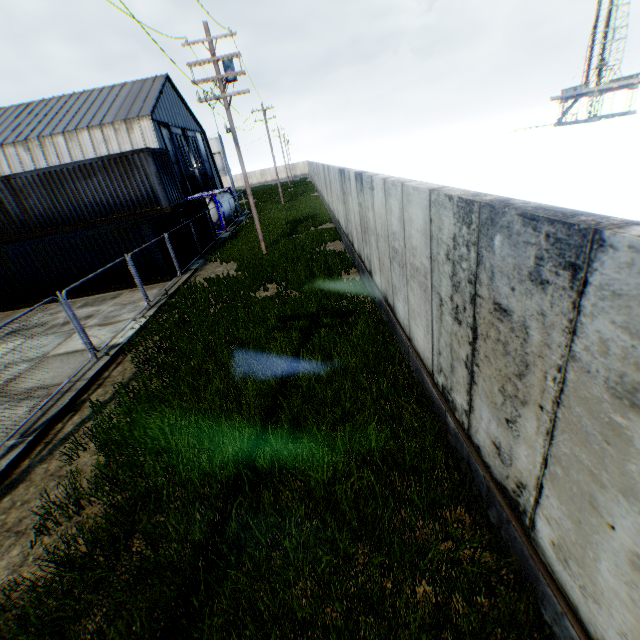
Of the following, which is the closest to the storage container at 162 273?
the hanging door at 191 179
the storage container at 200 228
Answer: the storage container at 200 228

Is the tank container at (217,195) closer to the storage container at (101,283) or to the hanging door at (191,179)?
the storage container at (101,283)

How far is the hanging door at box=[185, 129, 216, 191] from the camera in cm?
4884

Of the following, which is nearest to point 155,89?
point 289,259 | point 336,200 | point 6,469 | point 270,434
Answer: point 336,200

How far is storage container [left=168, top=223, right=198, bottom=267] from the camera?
17.02m

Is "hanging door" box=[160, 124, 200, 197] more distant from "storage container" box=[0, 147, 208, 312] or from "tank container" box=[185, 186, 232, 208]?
"storage container" box=[0, 147, 208, 312]

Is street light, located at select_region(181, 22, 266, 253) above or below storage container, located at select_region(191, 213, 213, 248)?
above

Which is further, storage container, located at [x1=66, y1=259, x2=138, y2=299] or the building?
the building
